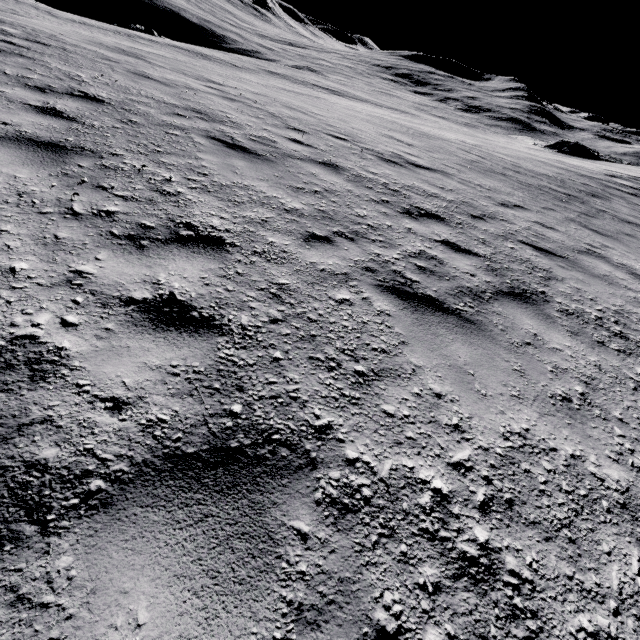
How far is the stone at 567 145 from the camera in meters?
54.5

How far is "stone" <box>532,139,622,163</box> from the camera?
54.5m

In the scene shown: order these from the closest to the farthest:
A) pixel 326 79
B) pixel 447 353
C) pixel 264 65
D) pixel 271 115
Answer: pixel 447 353, pixel 271 115, pixel 264 65, pixel 326 79
